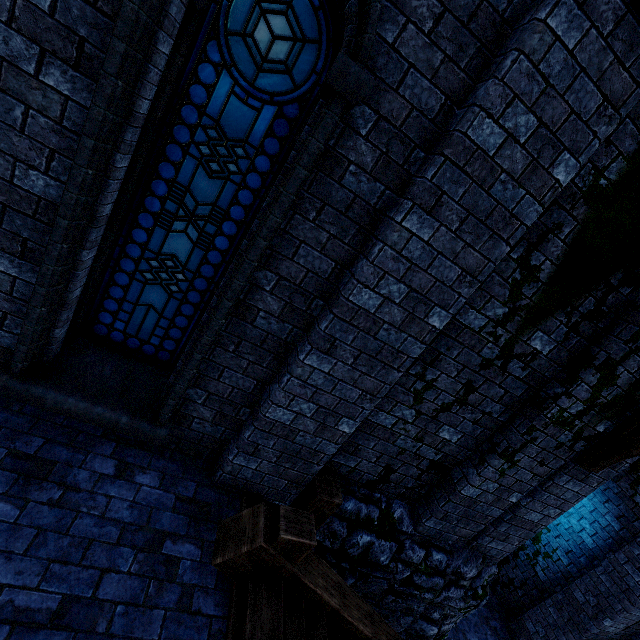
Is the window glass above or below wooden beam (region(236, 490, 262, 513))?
above

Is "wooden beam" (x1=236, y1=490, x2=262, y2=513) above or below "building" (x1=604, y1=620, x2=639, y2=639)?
above

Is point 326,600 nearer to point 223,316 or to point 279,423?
point 279,423

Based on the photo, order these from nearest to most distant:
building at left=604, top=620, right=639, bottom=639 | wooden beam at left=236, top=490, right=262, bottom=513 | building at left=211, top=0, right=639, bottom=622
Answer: building at left=211, top=0, right=639, bottom=622
wooden beam at left=236, top=490, right=262, bottom=513
building at left=604, top=620, right=639, bottom=639

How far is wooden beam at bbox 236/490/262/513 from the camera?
3.56m

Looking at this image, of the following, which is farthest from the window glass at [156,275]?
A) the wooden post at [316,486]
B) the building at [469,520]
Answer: the wooden post at [316,486]
